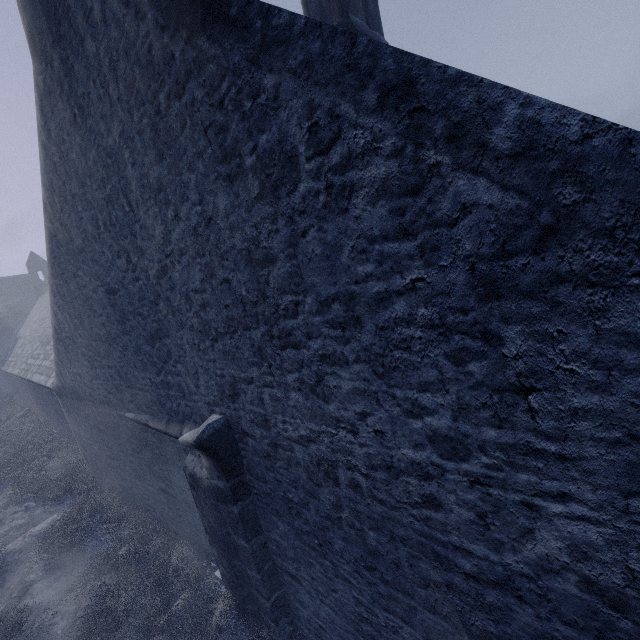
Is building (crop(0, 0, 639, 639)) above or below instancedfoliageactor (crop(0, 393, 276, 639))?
above

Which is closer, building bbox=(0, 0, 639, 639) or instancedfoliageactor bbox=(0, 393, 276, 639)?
building bbox=(0, 0, 639, 639)

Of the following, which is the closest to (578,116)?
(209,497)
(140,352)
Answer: (209,497)

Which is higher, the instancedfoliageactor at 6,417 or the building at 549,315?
the building at 549,315

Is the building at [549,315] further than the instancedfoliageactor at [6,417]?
No
